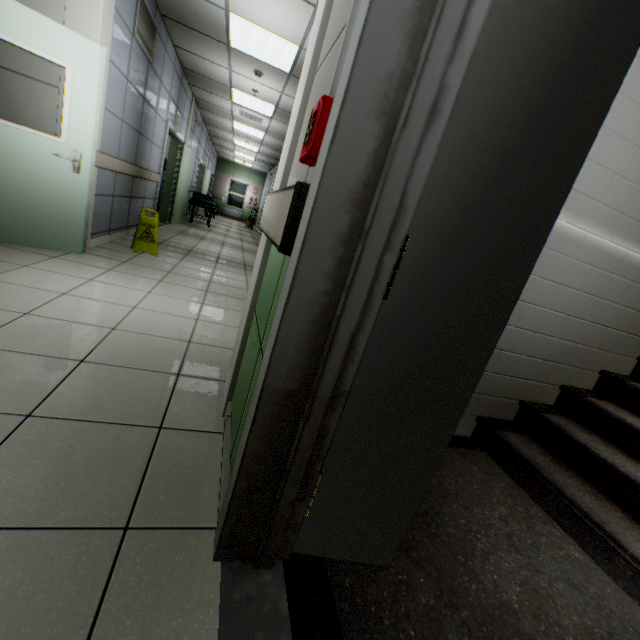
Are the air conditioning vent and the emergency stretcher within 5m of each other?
yes

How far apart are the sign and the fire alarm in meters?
4.4

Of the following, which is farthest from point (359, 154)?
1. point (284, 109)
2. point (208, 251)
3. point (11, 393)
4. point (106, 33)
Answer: point (284, 109)

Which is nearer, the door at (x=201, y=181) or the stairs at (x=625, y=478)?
the stairs at (x=625, y=478)

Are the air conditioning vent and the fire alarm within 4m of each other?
no

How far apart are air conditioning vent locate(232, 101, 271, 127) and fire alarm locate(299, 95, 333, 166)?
8.6 meters

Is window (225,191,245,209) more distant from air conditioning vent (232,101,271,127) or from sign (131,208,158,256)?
sign (131,208,158,256)

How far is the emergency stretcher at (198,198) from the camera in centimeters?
1006cm
